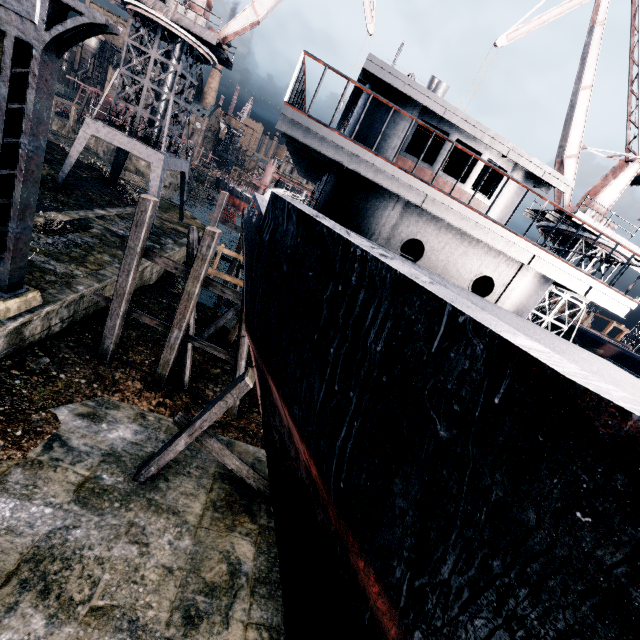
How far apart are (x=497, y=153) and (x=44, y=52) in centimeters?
1419cm

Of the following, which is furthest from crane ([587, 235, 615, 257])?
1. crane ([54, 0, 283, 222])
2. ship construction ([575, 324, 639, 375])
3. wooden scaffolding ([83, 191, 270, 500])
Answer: crane ([54, 0, 283, 222])

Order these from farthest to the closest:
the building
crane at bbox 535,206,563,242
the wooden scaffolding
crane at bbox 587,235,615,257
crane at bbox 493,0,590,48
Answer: crane at bbox 535,206,563,242, crane at bbox 587,235,615,257, crane at bbox 493,0,590,48, the wooden scaffolding, the building

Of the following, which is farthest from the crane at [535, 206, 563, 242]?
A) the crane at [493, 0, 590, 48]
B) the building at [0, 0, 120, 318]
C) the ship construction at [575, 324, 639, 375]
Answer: the building at [0, 0, 120, 318]

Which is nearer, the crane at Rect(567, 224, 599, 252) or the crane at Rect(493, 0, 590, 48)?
the crane at Rect(493, 0, 590, 48)

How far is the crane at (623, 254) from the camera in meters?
21.8

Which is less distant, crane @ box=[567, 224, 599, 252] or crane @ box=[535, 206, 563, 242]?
crane @ box=[567, 224, 599, 252]
